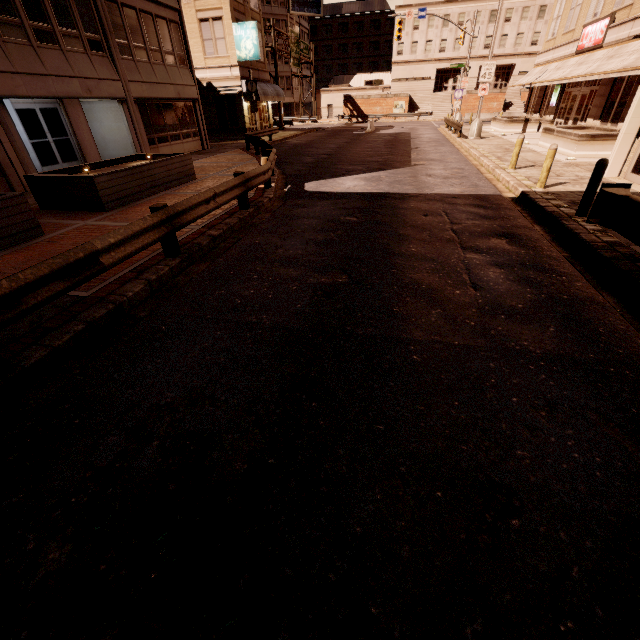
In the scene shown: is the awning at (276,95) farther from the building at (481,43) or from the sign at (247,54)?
the building at (481,43)

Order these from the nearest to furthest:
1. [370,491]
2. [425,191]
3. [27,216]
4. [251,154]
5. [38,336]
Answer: [370,491] → [38,336] → [27,216] → [425,191] → [251,154]

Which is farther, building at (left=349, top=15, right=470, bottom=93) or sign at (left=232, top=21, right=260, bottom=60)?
building at (left=349, top=15, right=470, bottom=93)

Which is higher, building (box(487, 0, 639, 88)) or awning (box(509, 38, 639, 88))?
building (box(487, 0, 639, 88))

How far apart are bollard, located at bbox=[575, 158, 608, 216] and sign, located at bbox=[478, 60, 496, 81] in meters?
19.4 m

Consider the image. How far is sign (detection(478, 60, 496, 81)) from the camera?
20.8 meters

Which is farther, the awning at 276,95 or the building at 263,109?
the building at 263,109

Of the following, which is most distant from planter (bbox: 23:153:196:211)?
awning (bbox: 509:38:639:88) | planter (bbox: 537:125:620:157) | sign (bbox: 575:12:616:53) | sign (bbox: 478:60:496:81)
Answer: sign (bbox: 575:12:616:53)
